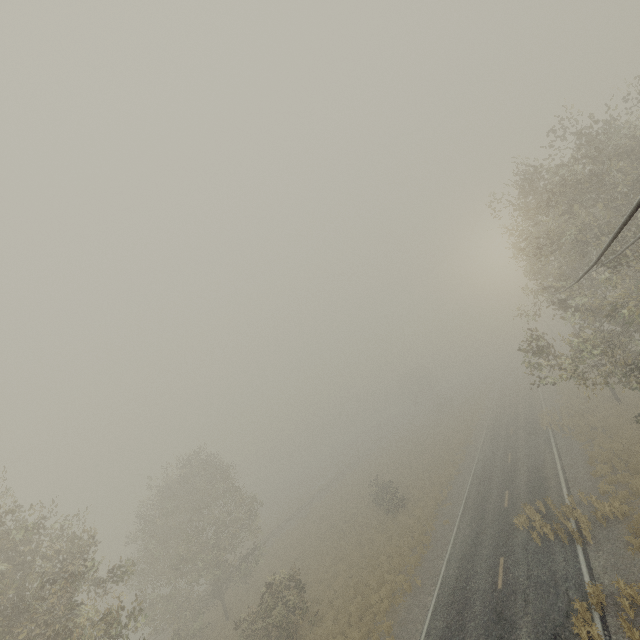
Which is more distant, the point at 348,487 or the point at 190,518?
the point at 348,487
